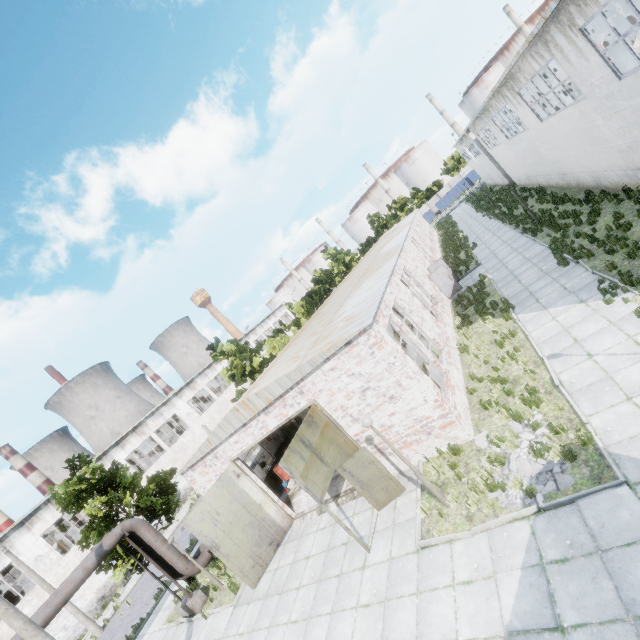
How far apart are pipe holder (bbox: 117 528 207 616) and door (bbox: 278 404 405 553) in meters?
10.4 m

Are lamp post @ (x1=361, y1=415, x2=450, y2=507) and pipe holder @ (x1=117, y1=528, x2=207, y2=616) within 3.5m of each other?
no

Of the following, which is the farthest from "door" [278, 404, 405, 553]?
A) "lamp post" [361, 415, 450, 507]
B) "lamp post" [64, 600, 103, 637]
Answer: "lamp post" [64, 600, 103, 637]

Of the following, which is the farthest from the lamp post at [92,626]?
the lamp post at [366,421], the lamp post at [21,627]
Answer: the lamp post at [366,421]

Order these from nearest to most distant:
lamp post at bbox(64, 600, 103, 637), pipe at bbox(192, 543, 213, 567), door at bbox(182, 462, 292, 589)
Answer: door at bbox(182, 462, 292, 589), pipe at bbox(192, 543, 213, 567), lamp post at bbox(64, 600, 103, 637)

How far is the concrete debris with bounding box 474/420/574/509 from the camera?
7.2 meters

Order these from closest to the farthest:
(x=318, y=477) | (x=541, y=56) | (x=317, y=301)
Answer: (x=318, y=477), (x=541, y=56), (x=317, y=301)

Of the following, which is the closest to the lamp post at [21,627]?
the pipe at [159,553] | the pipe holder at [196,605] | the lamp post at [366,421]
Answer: the pipe at [159,553]
